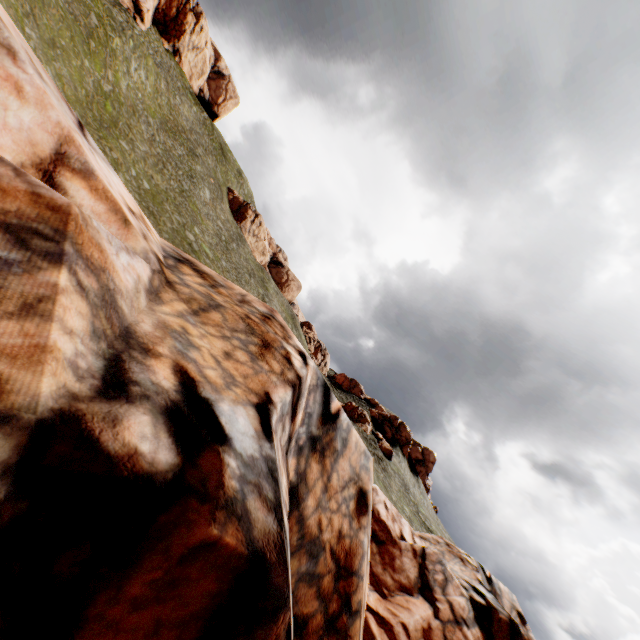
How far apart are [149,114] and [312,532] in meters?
45.8

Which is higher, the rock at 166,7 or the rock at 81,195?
the rock at 166,7

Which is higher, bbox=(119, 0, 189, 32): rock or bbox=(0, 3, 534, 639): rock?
bbox=(119, 0, 189, 32): rock

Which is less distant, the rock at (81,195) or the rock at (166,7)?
the rock at (81,195)

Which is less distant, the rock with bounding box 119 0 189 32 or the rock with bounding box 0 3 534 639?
the rock with bounding box 0 3 534 639
